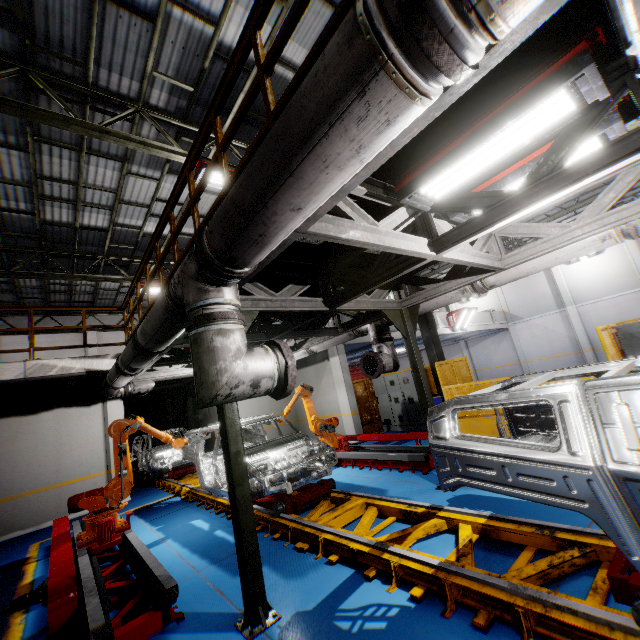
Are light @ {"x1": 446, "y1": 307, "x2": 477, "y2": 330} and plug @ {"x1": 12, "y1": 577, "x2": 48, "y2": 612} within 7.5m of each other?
no

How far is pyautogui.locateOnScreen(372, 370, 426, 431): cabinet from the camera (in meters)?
11.88

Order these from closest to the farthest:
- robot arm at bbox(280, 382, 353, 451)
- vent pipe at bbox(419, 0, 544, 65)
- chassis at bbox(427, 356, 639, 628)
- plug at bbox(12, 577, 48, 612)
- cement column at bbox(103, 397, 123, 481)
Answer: vent pipe at bbox(419, 0, 544, 65)
chassis at bbox(427, 356, 639, 628)
plug at bbox(12, 577, 48, 612)
robot arm at bbox(280, 382, 353, 451)
cement column at bbox(103, 397, 123, 481)

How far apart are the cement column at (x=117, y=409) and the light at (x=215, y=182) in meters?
7.7

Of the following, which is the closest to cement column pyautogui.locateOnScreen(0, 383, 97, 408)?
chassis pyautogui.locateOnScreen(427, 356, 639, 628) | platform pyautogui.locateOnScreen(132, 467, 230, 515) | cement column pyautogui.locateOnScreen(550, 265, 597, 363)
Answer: platform pyautogui.locateOnScreen(132, 467, 230, 515)

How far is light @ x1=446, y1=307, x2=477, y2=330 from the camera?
19.0m

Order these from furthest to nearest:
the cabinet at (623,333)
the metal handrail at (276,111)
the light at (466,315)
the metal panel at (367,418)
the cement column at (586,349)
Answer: the cement column at (586,349), the light at (466,315), the metal panel at (367,418), the cabinet at (623,333), the metal handrail at (276,111)

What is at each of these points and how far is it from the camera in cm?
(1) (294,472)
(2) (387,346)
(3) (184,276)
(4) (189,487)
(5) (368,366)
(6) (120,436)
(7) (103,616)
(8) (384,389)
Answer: (1) chassis, 665
(2) vent pipe, 716
(3) vent pipe, 290
(4) platform, 926
(5) pipe cover, 700
(6) robot arm, 634
(7) metal platform, 332
(8) cabinet, 1299
